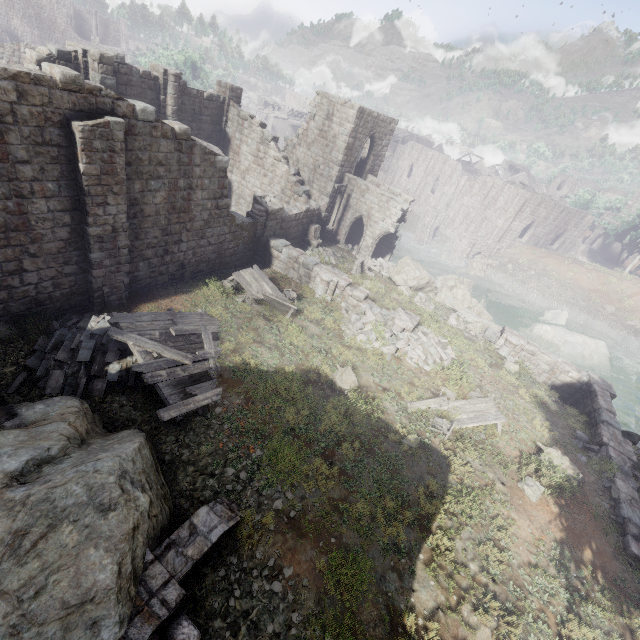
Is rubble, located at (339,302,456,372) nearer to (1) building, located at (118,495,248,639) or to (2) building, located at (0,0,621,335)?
(2) building, located at (0,0,621,335)

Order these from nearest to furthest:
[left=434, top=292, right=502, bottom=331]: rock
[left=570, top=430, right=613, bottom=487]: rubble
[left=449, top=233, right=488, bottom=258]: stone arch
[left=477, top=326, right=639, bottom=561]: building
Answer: [left=477, top=326, right=639, bottom=561]: building → [left=570, top=430, right=613, bottom=487]: rubble → [left=434, top=292, right=502, bottom=331]: rock → [left=449, top=233, right=488, bottom=258]: stone arch

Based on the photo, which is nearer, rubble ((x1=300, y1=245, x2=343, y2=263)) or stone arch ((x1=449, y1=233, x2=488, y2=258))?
rubble ((x1=300, y1=245, x2=343, y2=263))

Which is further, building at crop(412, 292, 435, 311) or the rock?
the rock

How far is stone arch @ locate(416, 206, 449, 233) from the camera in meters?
49.2

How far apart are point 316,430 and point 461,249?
40.17m

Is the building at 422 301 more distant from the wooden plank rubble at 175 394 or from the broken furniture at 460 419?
the wooden plank rubble at 175 394

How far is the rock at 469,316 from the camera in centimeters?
2161cm
